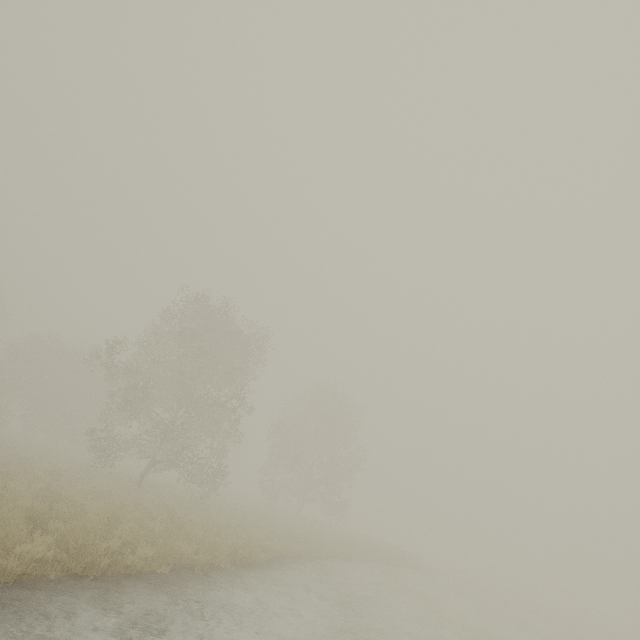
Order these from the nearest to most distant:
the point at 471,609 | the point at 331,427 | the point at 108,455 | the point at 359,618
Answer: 1. the point at 359,618
2. the point at 471,609
3. the point at 108,455
4. the point at 331,427
